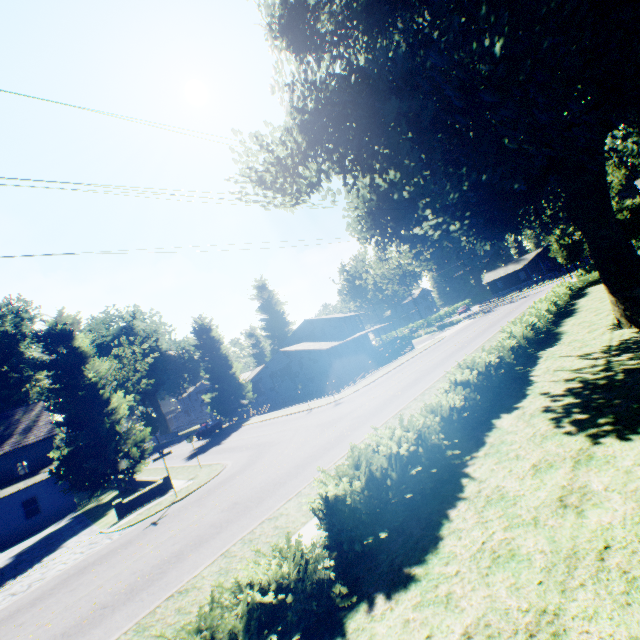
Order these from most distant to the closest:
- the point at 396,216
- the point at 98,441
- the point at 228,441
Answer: Result: the point at 228,441 < the point at 98,441 < the point at 396,216

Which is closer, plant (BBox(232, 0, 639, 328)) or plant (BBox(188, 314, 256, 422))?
plant (BBox(232, 0, 639, 328))

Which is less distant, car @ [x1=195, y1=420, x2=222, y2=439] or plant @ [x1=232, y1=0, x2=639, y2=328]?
plant @ [x1=232, y1=0, x2=639, y2=328]

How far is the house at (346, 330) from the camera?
40.75m

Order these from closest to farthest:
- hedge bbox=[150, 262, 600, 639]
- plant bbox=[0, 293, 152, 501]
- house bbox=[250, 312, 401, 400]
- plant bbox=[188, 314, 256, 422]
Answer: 1. hedge bbox=[150, 262, 600, 639]
2. plant bbox=[0, 293, 152, 501]
3. house bbox=[250, 312, 401, 400]
4. plant bbox=[188, 314, 256, 422]

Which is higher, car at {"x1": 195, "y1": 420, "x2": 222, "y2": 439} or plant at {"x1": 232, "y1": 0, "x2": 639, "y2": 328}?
plant at {"x1": 232, "y1": 0, "x2": 639, "y2": 328}

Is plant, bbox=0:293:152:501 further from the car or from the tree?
the tree

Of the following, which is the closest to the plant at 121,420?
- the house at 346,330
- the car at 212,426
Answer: the house at 346,330
